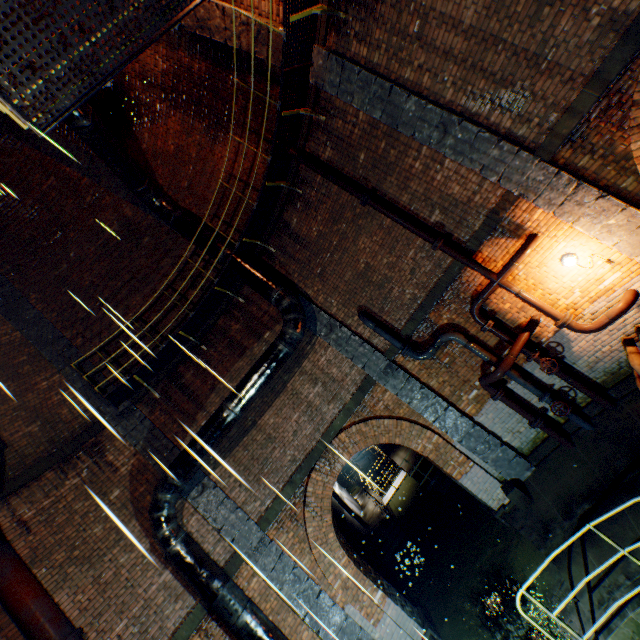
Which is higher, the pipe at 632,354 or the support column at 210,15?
the support column at 210,15

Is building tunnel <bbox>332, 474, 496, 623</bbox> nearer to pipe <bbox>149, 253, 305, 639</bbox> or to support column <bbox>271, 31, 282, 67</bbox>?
pipe <bbox>149, 253, 305, 639</bbox>

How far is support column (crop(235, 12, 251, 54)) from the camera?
7.0m

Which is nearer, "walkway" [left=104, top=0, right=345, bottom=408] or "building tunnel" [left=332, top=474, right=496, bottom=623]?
"walkway" [left=104, top=0, right=345, bottom=408]

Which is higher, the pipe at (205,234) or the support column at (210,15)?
the support column at (210,15)

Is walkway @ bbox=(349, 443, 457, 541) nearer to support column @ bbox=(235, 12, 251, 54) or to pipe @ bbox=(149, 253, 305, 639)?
pipe @ bbox=(149, 253, 305, 639)

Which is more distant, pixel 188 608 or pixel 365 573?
pixel 365 573

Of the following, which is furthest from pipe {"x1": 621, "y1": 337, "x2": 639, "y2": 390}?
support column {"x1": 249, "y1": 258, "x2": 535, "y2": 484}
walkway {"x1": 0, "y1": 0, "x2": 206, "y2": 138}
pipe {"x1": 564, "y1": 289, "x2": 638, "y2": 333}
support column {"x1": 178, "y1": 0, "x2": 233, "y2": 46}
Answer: support column {"x1": 178, "y1": 0, "x2": 233, "y2": 46}
